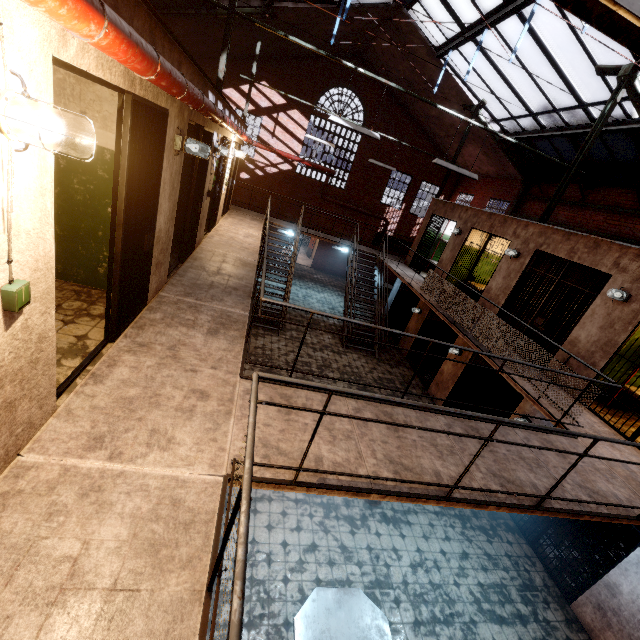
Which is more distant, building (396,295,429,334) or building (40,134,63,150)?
building (396,295,429,334)

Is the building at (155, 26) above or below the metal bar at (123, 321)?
above

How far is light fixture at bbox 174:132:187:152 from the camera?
Answer: 3.9m

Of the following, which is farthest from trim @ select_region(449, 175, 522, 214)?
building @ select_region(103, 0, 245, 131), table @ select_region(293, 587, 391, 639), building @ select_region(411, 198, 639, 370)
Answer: table @ select_region(293, 587, 391, 639)

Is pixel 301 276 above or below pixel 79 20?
below

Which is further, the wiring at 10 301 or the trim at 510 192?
the trim at 510 192

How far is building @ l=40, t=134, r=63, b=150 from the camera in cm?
173
